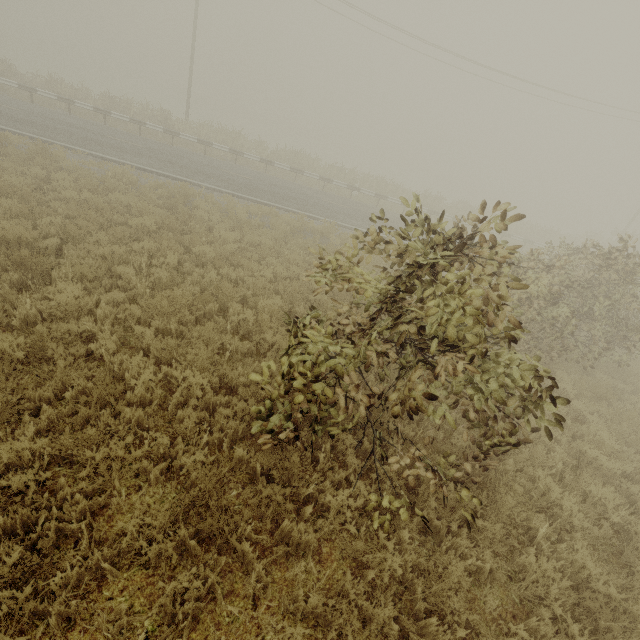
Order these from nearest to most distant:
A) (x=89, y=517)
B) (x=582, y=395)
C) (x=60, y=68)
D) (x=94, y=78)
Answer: (x=89, y=517) < (x=582, y=395) < (x=60, y=68) < (x=94, y=78)
